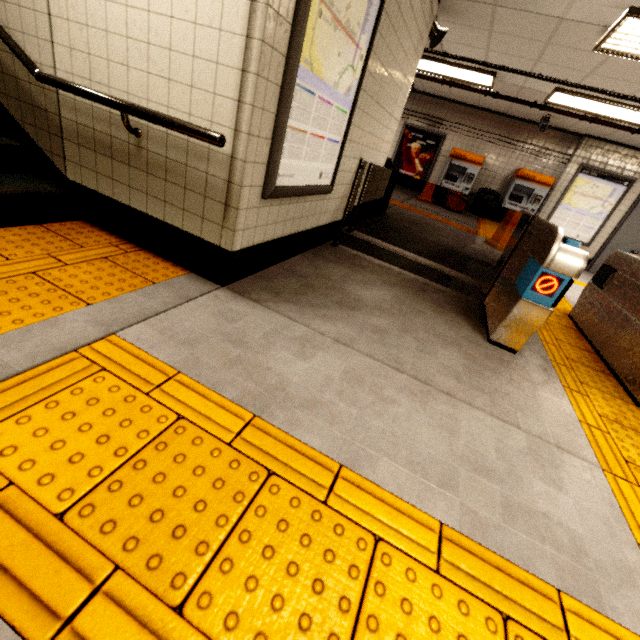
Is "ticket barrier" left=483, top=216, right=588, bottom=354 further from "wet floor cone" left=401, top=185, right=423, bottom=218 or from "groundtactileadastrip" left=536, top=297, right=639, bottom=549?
"wet floor cone" left=401, top=185, right=423, bottom=218

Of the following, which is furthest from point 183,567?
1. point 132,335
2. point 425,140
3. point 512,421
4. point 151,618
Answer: point 425,140

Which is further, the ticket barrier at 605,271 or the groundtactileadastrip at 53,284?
the ticket barrier at 605,271

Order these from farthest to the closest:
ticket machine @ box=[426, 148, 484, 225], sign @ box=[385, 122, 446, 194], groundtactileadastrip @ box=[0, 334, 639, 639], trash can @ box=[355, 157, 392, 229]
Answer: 1. sign @ box=[385, 122, 446, 194]
2. ticket machine @ box=[426, 148, 484, 225]
3. trash can @ box=[355, 157, 392, 229]
4. groundtactileadastrip @ box=[0, 334, 639, 639]

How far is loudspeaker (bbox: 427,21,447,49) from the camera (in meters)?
4.29

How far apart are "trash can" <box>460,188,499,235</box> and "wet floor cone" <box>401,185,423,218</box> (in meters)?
1.51

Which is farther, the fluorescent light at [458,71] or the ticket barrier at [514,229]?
the fluorescent light at [458,71]

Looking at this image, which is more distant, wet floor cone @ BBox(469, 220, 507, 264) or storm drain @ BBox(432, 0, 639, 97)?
wet floor cone @ BBox(469, 220, 507, 264)
